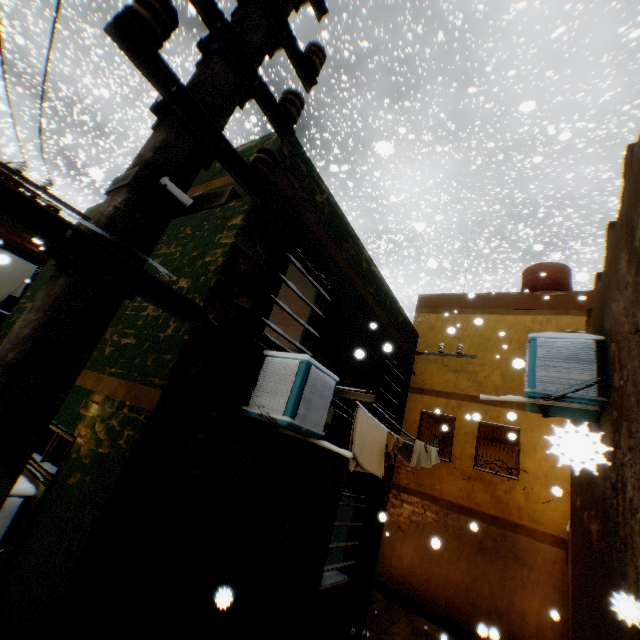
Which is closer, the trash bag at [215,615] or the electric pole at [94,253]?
the electric pole at [94,253]

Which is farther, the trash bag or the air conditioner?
the air conditioner

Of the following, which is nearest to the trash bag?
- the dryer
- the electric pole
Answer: the electric pole

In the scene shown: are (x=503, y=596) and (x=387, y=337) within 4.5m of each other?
no

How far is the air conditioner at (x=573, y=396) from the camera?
3.58m

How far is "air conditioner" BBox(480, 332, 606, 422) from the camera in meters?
3.6 m

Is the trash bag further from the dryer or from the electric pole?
the dryer

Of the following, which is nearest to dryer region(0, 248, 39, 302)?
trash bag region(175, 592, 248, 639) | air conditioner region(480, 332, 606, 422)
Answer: air conditioner region(480, 332, 606, 422)
